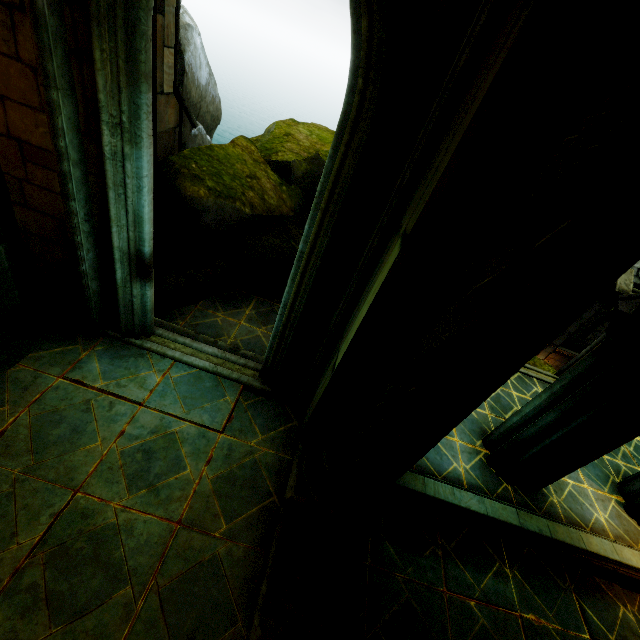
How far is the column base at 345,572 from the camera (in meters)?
3.62

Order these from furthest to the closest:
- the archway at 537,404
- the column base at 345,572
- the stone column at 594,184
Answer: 1. the archway at 537,404
2. the column base at 345,572
3. the stone column at 594,184

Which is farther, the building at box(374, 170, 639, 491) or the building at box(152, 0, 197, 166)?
the building at box(152, 0, 197, 166)

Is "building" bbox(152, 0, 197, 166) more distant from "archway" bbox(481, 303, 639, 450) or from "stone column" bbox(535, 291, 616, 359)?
"stone column" bbox(535, 291, 616, 359)

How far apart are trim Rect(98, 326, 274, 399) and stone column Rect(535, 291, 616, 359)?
17.6 meters

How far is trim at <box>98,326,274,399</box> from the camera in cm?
481

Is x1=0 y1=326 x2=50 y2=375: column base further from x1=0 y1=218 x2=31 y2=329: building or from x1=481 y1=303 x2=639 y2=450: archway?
x1=481 y1=303 x2=639 y2=450: archway

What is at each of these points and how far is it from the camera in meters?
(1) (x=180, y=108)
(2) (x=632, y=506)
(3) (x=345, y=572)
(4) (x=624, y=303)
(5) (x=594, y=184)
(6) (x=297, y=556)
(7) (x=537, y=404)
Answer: (1) building, 6.6 m
(2) building, 6.1 m
(3) column base, 4.2 m
(4) building, 7.9 m
(5) stone column, 1.6 m
(6) wall trim, 3.4 m
(7) archway, 5.4 m
